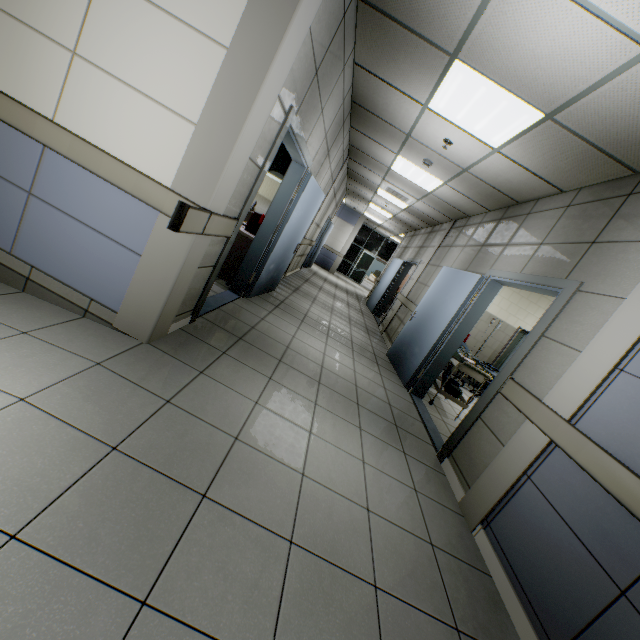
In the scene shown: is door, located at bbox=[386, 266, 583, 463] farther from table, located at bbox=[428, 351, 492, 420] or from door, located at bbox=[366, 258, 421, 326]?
door, located at bbox=[366, 258, 421, 326]

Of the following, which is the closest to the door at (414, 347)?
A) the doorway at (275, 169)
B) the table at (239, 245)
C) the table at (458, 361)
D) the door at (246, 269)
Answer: the table at (458, 361)

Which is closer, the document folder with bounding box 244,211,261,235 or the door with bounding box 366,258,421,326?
the document folder with bounding box 244,211,261,235

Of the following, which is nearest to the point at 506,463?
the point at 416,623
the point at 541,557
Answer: the point at 541,557

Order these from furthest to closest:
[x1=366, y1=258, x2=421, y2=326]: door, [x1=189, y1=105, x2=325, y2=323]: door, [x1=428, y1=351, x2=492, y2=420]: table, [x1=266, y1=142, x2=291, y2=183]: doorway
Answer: [x1=366, y1=258, x2=421, y2=326]: door
[x1=266, y1=142, x2=291, y2=183]: doorway
[x1=428, y1=351, x2=492, y2=420]: table
[x1=189, y1=105, x2=325, y2=323]: door

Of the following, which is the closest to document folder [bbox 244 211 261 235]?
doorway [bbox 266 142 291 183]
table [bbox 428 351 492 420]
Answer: doorway [bbox 266 142 291 183]

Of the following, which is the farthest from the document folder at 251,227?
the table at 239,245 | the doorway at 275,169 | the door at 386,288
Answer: the door at 386,288

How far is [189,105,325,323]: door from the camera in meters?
3.0 m
